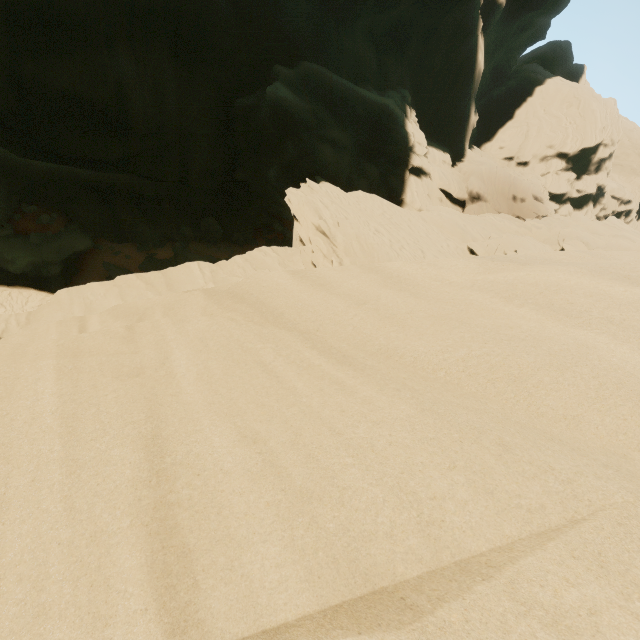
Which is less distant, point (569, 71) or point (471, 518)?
point (471, 518)
